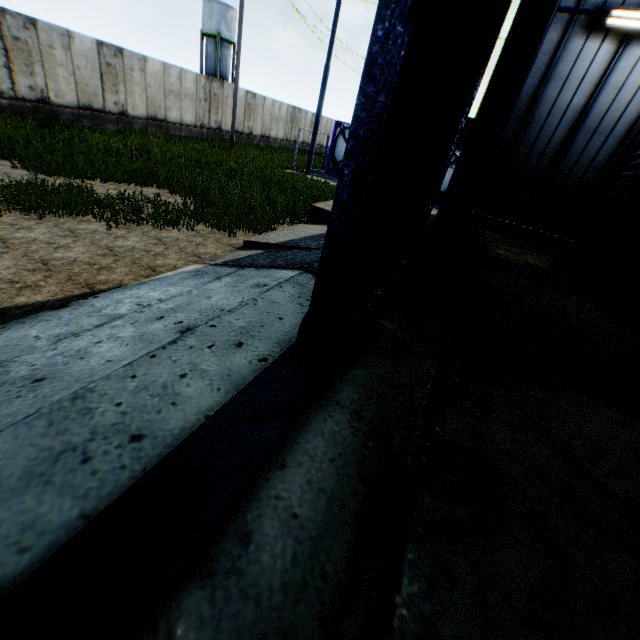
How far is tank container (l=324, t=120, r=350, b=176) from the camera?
19.44m

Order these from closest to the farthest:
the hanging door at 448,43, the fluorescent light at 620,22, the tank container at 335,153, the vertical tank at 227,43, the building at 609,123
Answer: the hanging door at 448,43
the fluorescent light at 620,22
the building at 609,123
the tank container at 335,153
the vertical tank at 227,43

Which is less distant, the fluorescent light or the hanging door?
the hanging door

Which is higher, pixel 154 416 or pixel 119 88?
pixel 119 88

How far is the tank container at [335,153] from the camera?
19.4 meters

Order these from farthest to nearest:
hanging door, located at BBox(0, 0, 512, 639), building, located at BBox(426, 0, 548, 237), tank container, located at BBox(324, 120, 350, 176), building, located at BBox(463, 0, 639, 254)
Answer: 1. tank container, located at BBox(324, 120, 350, 176)
2. building, located at BBox(463, 0, 639, 254)
3. building, located at BBox(426, 0, 548, 237)
4. hanging door, located at BBox(0, 0, 512, 639)

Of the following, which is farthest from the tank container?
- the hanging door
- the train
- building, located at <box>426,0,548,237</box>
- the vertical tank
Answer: the vertical tank

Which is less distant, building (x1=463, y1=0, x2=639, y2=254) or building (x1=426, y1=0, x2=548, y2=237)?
building (x1=426, y1=0, x2=548, y2=237)
